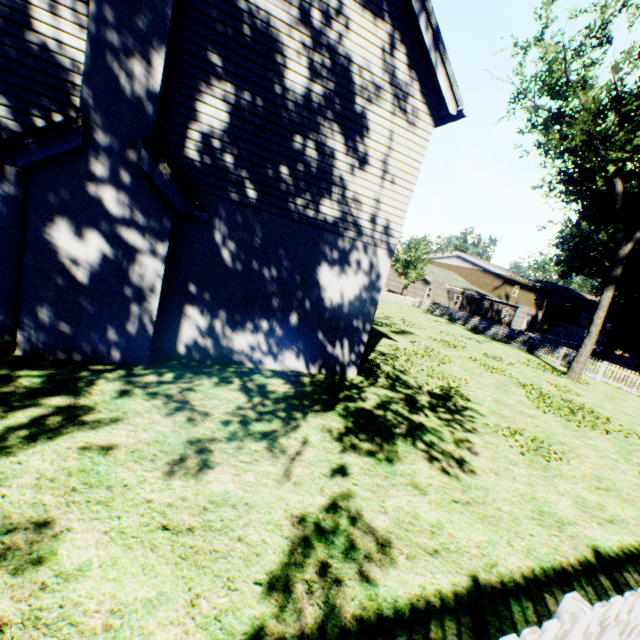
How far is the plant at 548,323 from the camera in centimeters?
5091cm

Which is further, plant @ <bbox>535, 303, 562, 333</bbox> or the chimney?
plant @ <bbox>535, 303, 562, 333</bbox>

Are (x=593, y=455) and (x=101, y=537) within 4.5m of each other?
no

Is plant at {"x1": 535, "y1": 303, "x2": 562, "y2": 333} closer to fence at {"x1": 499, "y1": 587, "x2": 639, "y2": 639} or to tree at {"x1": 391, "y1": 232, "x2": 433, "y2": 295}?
fence at {"x1": 499, "y1": 587, "x2": 639, "y2": 639}

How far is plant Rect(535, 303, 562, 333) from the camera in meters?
50.9 m

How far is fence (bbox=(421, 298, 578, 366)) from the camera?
22.6m

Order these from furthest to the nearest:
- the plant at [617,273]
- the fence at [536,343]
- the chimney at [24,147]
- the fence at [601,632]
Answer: the fence at [536,343] → the plant at [617,273] → the chimney at [24,147] → the fence at [601,632]

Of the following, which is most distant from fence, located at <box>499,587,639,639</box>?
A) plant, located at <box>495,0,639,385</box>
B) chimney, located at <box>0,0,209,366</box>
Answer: chimney, located at <box>0,0,209,366</box>
